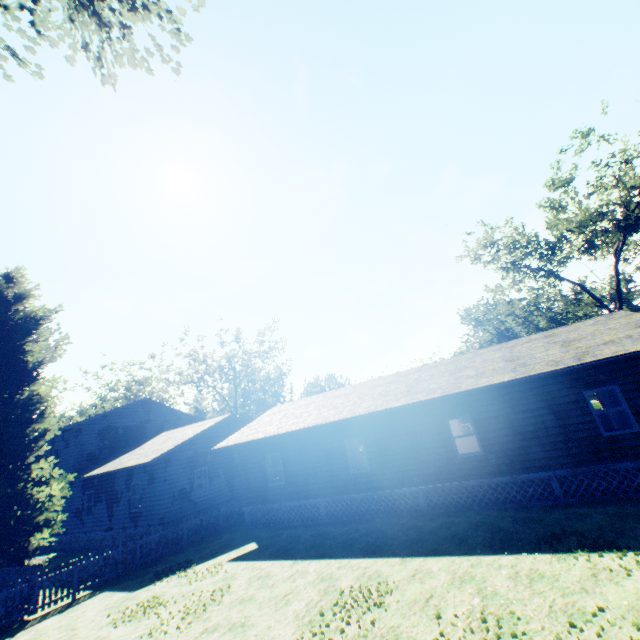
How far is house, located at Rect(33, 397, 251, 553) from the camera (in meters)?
18.45

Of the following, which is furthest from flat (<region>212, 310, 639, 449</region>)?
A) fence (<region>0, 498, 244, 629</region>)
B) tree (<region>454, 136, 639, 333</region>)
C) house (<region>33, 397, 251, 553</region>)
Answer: tree (<region>454, 136, 639, 333</region>)

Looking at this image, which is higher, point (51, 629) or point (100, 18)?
point (100, 18)

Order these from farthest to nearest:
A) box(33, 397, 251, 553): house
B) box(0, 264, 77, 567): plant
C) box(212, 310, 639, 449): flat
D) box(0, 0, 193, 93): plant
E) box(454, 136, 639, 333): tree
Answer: box(454, 136, 639, 333): tree, box(33, 397, 251, 553): house, box(0, 264, 77, 567): plant, box(212, 310, 639, 449): flat, box(0, 0, 193, 93): plant

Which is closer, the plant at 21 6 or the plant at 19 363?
the plant at 21 6

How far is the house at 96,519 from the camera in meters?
18.5 m

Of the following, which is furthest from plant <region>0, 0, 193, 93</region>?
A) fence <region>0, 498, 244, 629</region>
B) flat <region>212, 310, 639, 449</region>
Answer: flat <region>212, 310, 639, 449</region>

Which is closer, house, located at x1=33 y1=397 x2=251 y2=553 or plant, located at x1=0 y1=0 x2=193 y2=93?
plant, located at x1=0 y1=0 x2=193 y2=93
